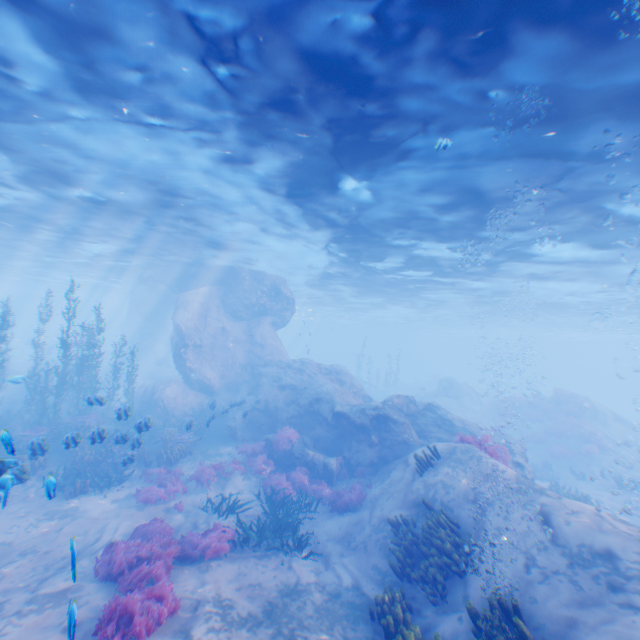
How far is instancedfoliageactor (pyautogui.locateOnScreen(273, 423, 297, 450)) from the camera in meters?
15.5

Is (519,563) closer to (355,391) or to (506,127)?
(506,127)

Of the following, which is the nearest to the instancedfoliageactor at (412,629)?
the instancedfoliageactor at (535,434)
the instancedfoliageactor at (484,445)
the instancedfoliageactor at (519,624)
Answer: the instancedfoliageactor at (519,624)

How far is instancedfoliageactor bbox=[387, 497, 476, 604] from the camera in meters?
7.6 m

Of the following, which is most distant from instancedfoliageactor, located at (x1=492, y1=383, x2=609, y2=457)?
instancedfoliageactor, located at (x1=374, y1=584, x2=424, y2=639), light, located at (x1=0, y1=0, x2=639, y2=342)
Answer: instancedfoliageactor, located at (x1=374, y1=584, x2=424, y2=639)

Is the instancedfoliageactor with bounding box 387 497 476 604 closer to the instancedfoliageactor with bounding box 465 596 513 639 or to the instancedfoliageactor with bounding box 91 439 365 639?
the instancedfoliageactor with bounding box 465 596 513 639

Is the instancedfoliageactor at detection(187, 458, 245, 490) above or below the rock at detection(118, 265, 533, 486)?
below

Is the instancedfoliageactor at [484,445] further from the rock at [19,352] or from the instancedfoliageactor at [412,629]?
the instancedfoliageactor at [412,629]
